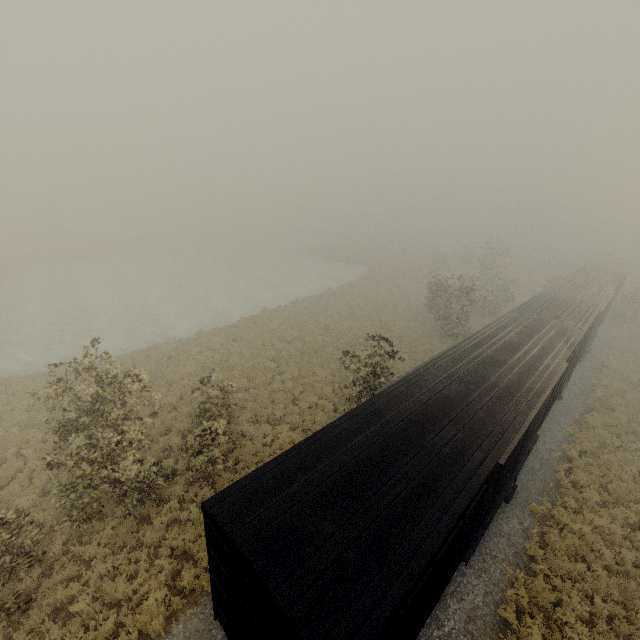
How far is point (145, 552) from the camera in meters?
10.1 m
